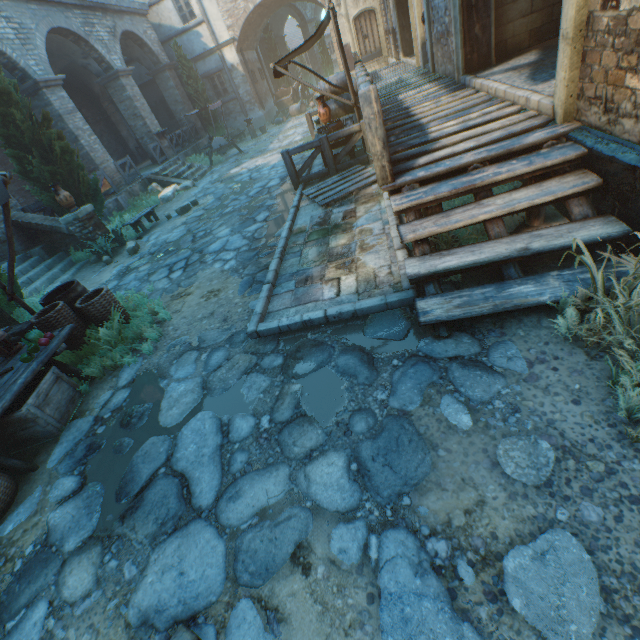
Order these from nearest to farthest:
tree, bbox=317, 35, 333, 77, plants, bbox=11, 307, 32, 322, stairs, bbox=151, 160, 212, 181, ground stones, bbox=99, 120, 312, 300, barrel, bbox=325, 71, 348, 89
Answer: ground stones, bbox=99, 120, 312, 300
plants, bbox=11, 307, 32, 322
barrel, bbox=325, 71, 348, 89
stairs, bbox=151, 160, 212, 181
tree, bbox=317, 35, 333, 77

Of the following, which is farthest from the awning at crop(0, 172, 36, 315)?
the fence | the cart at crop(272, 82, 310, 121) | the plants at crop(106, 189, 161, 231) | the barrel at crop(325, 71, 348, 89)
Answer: the cart at crop(272, 82, 310, 121)

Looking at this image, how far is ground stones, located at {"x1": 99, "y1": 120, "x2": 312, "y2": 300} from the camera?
6.26m

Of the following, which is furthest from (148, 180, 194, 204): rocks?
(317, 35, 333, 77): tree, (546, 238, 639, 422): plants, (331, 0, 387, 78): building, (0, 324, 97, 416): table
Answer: (546, 238, 639, 422): plants

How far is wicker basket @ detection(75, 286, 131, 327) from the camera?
5.0 meters

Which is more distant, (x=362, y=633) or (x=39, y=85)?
(x=39, y=85)

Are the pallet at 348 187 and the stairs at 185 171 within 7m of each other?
no

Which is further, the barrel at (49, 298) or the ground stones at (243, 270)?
the ground stones at (243, 270)
